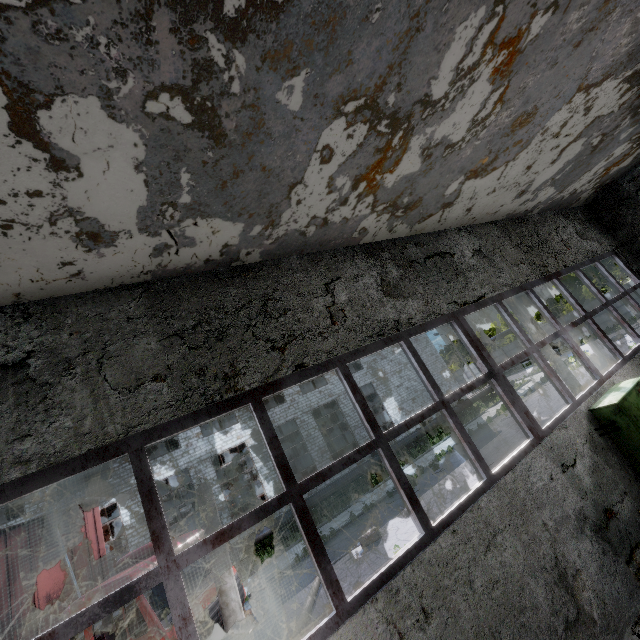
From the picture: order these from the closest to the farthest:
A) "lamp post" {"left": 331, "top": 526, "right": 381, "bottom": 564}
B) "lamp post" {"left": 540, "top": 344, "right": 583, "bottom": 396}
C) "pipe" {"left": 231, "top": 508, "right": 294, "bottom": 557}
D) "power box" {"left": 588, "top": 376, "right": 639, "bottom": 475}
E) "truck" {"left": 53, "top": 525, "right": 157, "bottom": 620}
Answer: "power box" {"left": 588, "top": 376, "right": 639, "bottom": 475}
"truck" {"left": 53, "top": 525, "right": 157, "bottom": 620}
"lamp post" {"left": 331, "top": 526, "right": 381, "bottom": 564}
"lamp post" {"left": 540, "top": 344, "right": 583, "bottom": 396}
"pipe" {"left": 231, "top": 508, "right": 294, "bottom": 557}

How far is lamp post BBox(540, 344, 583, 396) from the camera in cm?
1474

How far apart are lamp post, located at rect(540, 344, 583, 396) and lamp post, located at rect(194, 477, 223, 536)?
15.0 meters

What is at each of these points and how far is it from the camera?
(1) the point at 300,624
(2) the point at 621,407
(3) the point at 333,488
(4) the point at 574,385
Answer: (1) lamp post, 8.80m
(2) power box, 5.46m
(3) pipe, 21.98m
(4) lamp post, 14.77m

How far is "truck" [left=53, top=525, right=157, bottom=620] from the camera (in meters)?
6.57

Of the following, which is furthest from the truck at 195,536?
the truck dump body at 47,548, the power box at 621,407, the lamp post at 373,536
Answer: the power box at 621,407

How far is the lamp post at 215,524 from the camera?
7.60m
